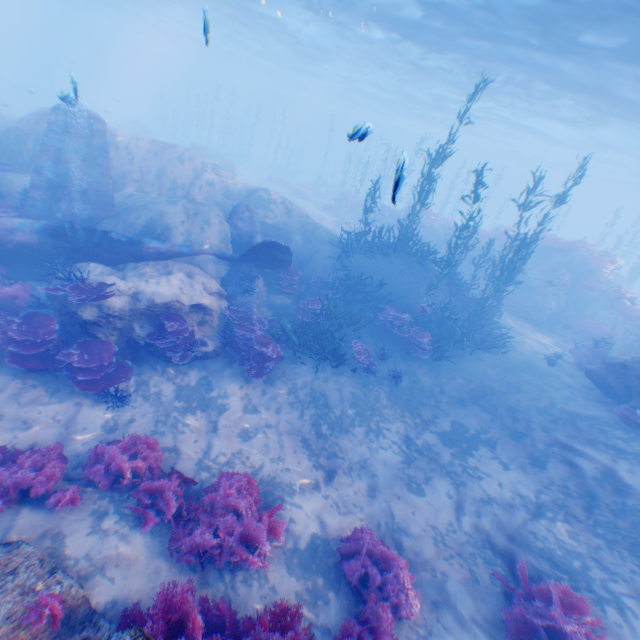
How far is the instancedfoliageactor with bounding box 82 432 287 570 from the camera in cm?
539

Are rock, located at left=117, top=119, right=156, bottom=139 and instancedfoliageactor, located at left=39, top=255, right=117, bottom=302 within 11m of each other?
no

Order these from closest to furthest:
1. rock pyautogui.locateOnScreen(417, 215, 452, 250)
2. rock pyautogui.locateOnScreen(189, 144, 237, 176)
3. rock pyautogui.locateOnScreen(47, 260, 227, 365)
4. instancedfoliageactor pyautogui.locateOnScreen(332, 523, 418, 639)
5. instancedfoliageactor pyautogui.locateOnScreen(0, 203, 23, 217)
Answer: instancedfoliageactor pyautogui.locateOnScreen(332, 523, 418, 639) < rock pyautogui.locateOnScreen(47, 260, 227, 365) < instancedfoliageactor pyautogui.locateOnScreen(0, 203, 23, 217) < rock pyautogui.locateOnScreen(417, 215, 452, 250) < rock pyautogui.locateOnScreen(189, 144, 237, 176)

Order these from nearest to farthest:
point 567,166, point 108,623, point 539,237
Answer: point 108,623, point 539,237, point 567,166

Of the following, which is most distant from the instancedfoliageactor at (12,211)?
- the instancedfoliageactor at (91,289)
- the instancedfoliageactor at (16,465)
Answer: the instancedfoliageactor at (16,465)

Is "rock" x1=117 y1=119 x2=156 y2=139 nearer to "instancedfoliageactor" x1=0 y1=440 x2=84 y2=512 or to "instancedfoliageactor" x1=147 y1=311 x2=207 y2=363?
"instancedfoliageactor" x1=147 y1=311 x2=207 y2=363

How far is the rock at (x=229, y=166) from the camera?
28.22m

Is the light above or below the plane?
above
